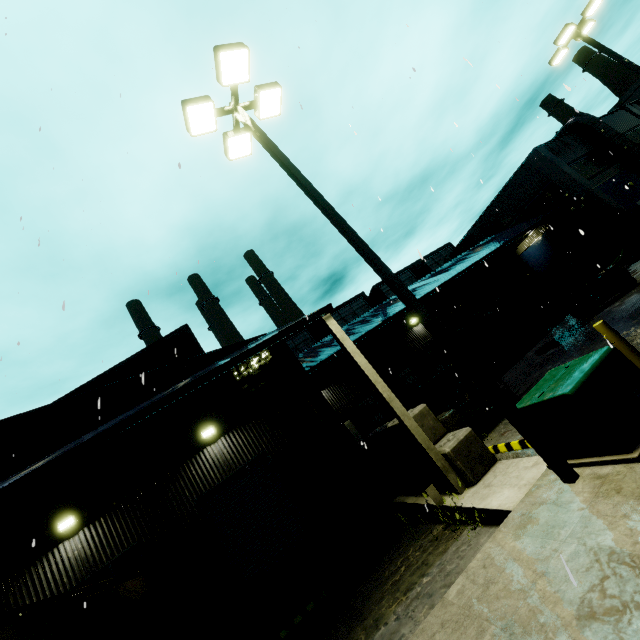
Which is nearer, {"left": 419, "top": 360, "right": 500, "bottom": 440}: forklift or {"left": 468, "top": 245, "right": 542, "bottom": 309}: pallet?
{"left": 419, "top": 360, "right": 500, "bottom": 440}: forklift

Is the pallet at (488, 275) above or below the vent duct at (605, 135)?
below

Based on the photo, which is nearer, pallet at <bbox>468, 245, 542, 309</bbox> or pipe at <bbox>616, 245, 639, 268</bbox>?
pallet at <bbox>468, 245, 542, 309</bbox>

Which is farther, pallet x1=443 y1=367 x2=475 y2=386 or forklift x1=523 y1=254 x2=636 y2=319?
pallet x1=443 y1=367 x2=475 y2=386

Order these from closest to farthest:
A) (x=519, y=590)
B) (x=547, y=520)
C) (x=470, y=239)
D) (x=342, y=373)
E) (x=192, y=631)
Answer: (x=519, y=590)
(x=547, y=520)
(x=192, y=631)
(x=342, y=373)
(x=470, y=239)

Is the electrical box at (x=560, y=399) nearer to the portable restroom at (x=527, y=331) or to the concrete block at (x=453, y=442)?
the concrete block at (x=453, y=442)

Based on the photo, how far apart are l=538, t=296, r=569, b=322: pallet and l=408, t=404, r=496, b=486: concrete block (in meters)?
13.08

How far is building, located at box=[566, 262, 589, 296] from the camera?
21.5 meters
